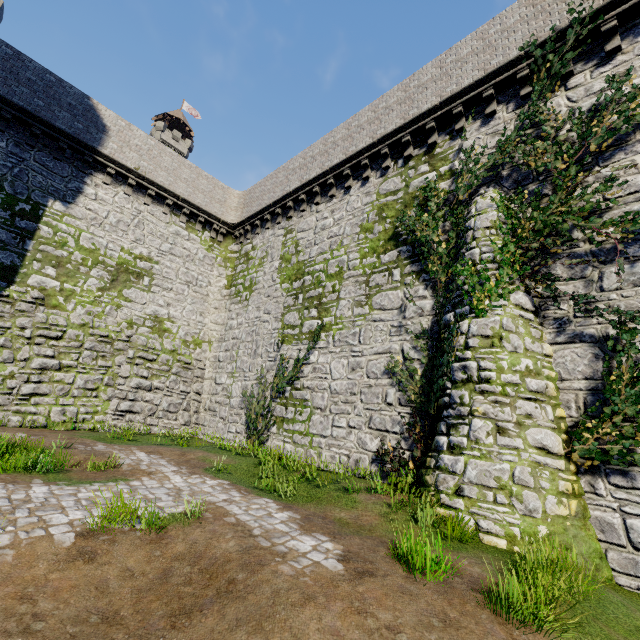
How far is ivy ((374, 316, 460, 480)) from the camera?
8.5m

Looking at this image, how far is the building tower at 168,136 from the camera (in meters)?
57.62

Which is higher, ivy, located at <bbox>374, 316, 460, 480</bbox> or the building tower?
the building tower

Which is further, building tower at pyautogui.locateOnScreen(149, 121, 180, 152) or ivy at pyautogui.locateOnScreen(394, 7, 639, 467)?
building tower at pyautogui.locateOnScreen(149, 121, 180, 152)

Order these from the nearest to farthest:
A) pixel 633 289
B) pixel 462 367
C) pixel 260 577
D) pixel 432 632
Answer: pixel 432 632
pixel 260 577
pixel 633 289
pixel 462 367

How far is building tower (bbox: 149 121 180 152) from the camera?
57.6 meters

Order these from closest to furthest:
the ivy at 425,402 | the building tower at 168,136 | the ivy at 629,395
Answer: the ivy at 629,395 < the ivy at 425,402 < the building tower at 168,136

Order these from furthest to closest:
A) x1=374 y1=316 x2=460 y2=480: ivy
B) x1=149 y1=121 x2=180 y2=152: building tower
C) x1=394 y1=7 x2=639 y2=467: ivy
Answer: x1=149 y1=121 x2=180 y2=152: building tower < x1=374 y1=316 x2=460 y2=480: ivy < x1=394 y1=7 x2=639 y2=467: ivy
